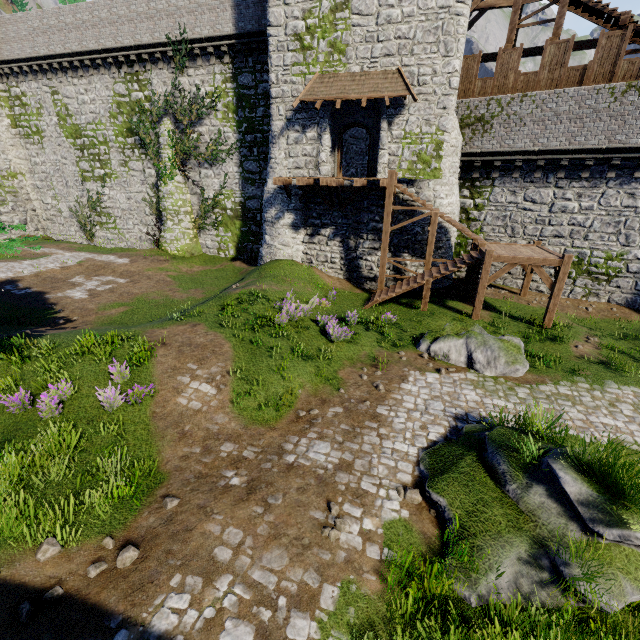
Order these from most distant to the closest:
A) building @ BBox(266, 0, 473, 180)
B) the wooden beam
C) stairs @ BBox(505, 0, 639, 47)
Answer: the wooden beam < building @ BBox(266, 0, 473, 180) < stairs @ BBox(505, 0, 639, 47)

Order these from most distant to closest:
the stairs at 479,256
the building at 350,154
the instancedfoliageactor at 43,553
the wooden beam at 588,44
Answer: the building at 350,154
the wooden beam at 588,44
the stairs at 479,256
the instancedfoliageactor at 43,553

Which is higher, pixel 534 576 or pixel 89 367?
pixel 89 367

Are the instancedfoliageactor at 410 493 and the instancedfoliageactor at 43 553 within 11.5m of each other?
yes

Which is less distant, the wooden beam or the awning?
the awning

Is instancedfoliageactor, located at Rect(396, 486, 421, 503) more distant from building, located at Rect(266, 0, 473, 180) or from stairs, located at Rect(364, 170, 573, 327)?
building, located at Rect(266, 0, 473, 180)

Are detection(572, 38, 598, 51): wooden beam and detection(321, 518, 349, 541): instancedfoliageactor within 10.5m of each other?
no

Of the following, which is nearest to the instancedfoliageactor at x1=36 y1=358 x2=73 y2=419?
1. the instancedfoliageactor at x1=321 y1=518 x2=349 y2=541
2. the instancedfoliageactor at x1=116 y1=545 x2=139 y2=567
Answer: the instancedfoliageactor at x1=116 y1=545 x2=139 y2=567
